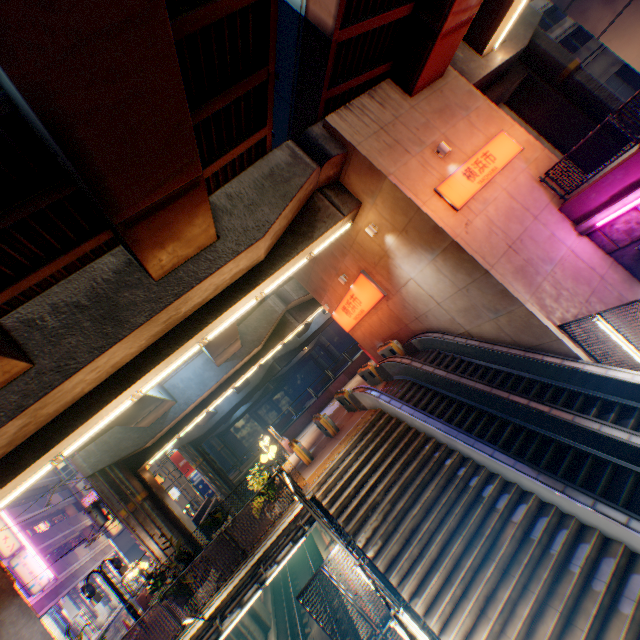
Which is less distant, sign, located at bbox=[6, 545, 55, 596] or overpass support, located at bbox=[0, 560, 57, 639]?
overpass support, located at bbox=[0, 560, 57, 639]

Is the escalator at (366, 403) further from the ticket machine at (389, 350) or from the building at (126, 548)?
the building at (126, 548)

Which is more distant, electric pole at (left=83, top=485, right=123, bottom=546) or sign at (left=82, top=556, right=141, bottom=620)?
electric pole at (left=83, top=485, right=123, bottom=546)

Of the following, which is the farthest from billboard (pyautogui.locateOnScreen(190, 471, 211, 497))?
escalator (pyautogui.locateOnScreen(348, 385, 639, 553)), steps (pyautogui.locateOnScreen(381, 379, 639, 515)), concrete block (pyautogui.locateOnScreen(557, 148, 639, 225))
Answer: concrete block (pyautogui.locateOnScreen(557, 148, 639, 225))

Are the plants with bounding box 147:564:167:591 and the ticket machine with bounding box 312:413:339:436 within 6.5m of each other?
no

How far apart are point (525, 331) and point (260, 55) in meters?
11.2

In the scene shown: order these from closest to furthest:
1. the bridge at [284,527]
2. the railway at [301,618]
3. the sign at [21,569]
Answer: the bridge at [284,527]
the railway at [301,618]
the sign at [21,569]

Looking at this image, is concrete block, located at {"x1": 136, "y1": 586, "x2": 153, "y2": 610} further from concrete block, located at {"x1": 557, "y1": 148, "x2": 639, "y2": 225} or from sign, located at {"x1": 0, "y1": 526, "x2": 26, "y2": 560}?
concrete block, located at {"x1": 557, "y1": 148, "x2": 639, "y2": 225}
